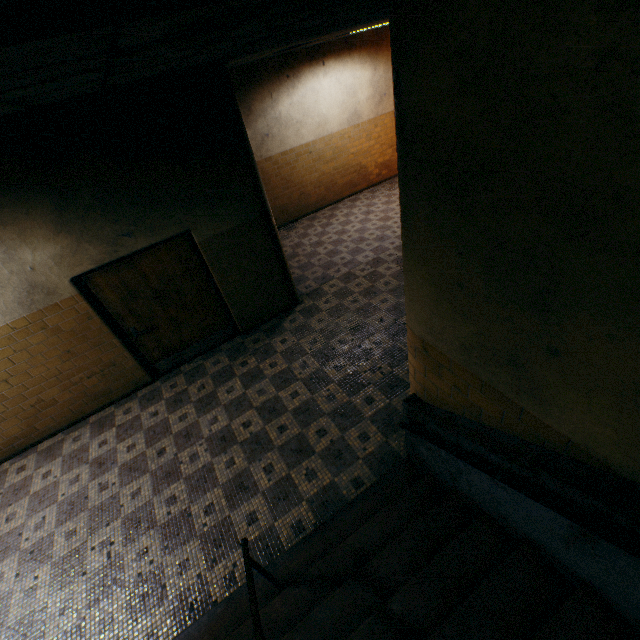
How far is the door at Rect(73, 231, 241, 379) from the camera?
4.71m

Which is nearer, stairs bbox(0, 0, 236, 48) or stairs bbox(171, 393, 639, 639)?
stairs bbox(0, 0, 236, 48)

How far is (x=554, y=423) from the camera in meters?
1.7 m

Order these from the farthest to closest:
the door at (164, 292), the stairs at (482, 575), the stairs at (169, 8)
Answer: the door at (164, 292) → the stairs at (482, 575) → the stairs at (169, 8)

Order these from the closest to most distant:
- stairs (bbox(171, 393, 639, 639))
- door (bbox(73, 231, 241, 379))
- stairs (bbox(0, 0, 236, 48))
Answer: stairs (bbox(0, 0, 236, 48)), stairs (bbox(171, 393, 639, 639)), door (bbox(73, 231, 241, 379))

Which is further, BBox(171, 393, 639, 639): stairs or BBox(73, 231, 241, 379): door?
BBox(73, 231, 241, 379): door

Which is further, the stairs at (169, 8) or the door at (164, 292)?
the door at (164, 292)
